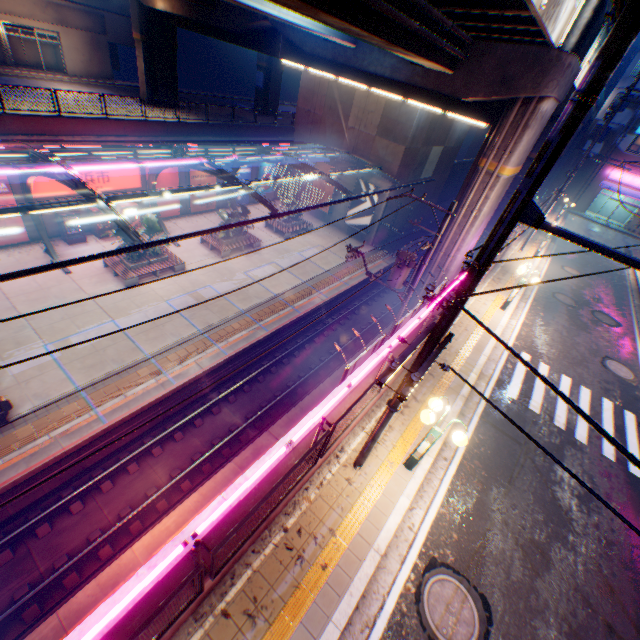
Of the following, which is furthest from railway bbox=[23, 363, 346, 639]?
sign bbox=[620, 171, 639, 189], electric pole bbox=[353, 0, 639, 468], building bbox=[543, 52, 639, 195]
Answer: sign bbox=[620, 171, 639, 189]

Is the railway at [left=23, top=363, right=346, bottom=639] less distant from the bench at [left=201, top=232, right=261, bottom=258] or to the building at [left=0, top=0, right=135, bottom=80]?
the bench at [left=201, top=232, right=261, bottom=258]

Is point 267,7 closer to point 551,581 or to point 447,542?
point 447,542

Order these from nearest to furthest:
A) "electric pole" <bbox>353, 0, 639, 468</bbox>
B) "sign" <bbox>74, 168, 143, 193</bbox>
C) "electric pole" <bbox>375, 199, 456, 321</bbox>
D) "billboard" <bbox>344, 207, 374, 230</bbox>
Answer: "electric pole" <bbox>353, 0, 639, 468</bbox> < "electric pole" <bbox>375, 199, 456, 321</bbox> < "sign" <bbox>74, 168, 143, 193</bbox> < "billboard" <bbox>344, 207, 374, 230</bbox>

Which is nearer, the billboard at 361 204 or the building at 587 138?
the billboard at 361 204

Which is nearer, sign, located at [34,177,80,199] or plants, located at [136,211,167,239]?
sign, located at [34,177,80,199]

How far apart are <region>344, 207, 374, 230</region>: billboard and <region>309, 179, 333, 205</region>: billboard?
2.0 meters

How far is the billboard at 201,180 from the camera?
26.25m
